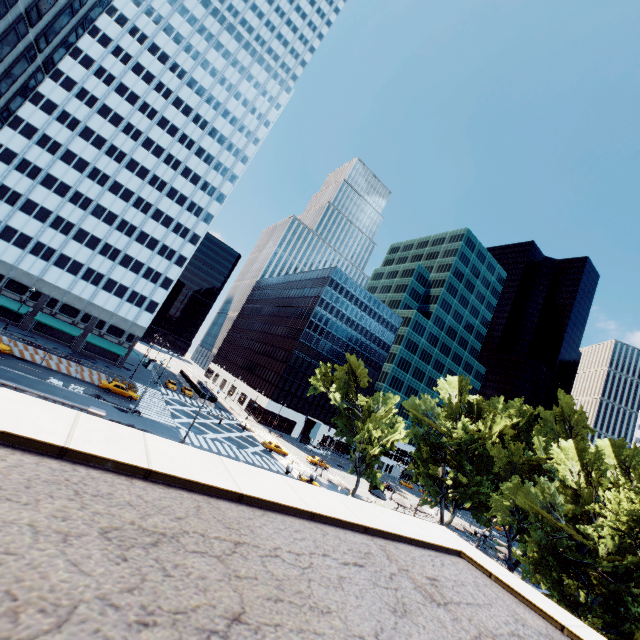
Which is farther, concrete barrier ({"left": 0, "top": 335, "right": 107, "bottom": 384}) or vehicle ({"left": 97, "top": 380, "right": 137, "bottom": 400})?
vehicle ({"left": 97, "top": 380, "right": 137, "bottom": 400})

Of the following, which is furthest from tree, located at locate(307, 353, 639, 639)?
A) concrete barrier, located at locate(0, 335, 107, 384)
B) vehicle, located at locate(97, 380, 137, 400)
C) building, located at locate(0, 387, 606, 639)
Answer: concrete barrier, located at locate(0, 335, 107, 384)

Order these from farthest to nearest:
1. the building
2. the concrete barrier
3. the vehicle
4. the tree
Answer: the vehicle, the concrete barrier, the tree, the building

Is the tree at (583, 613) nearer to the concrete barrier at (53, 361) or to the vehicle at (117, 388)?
the vehicle at (117, 388)

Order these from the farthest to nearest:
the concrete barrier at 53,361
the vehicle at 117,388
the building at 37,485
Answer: the vehicle at 117,388, the concrete barrier at 53,361, the building at 37,485

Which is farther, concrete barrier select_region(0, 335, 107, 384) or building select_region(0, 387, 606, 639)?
concrete barrier select_region(0, 335, 107, 384)

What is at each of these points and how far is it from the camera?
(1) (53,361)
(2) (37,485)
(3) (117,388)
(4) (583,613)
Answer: (1) concrete barrier, 41.88m
(2) building, 2.48m
(3) vehicle, 43.72m
(4) tree, 23.50m

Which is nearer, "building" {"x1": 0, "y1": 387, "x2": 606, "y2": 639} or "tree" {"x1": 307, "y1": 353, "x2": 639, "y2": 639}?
"building" {"x1": 0, "y1": 387, "x2": 606, "y2": 639}
